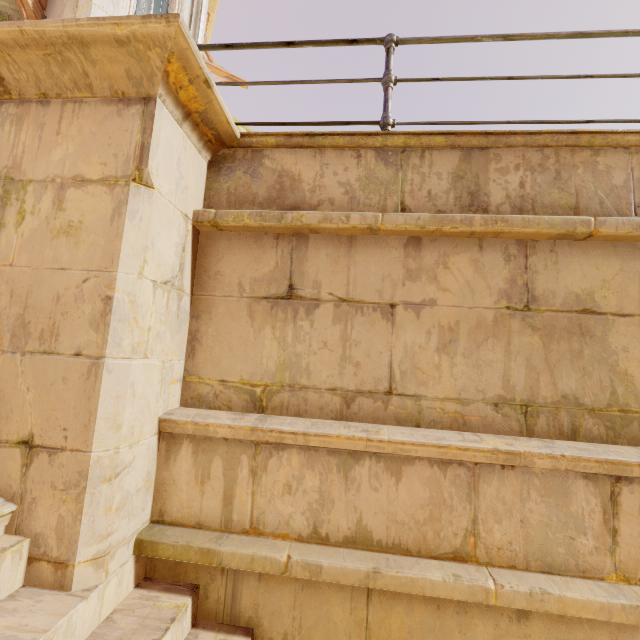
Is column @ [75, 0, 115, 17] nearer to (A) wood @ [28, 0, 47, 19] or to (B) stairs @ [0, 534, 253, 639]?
(A) wood @ [28, 0, 47, 19]

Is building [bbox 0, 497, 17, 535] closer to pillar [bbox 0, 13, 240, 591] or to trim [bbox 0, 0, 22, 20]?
pillar [bbox 0, 13, 240, 591]

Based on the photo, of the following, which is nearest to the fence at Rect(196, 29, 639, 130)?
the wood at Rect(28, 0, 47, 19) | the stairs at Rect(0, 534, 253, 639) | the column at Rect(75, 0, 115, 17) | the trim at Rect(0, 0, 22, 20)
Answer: the stairs at Rect(0, 534, 253, 639)

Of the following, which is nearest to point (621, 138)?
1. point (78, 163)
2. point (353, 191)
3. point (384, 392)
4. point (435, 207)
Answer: point (435, 207)

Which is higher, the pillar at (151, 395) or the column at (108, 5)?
the column at (108, 5)

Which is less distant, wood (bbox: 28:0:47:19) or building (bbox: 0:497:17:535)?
building (bbox: 0:497:17:535)

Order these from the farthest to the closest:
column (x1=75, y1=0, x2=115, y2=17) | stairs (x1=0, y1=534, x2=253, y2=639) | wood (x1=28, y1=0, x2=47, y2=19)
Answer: wood (x1=28, y1=0, x2=47, y2=19) < column (x1=75, y1=0, x2=115, y2=17) < stairs (x1=0, y1=534, x2=253, y2=639)

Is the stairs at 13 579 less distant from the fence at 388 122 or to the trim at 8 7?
the fence at 388 122
